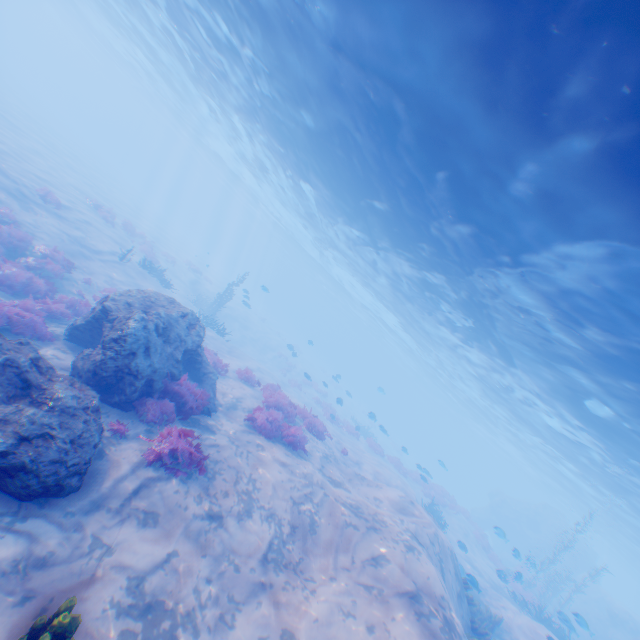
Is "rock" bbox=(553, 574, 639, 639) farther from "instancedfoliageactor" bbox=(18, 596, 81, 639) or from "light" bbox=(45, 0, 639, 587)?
"instancedfoliageactor" bbox=(18, 596, 81, 639)

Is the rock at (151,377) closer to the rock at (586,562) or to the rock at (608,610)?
the rock at (608,610)

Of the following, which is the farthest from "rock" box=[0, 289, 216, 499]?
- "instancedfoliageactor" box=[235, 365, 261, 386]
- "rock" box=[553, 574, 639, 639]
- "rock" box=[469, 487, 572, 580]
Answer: "rock" box=[469, 487, 572, 580]

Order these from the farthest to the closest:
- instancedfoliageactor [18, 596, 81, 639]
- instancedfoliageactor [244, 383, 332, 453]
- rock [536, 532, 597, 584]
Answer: rock [536, 532, 597, 584]
instancedfoliageactor [244, 383, 332, 453]
instancedfoliageactor [18, 596, 81, 639]

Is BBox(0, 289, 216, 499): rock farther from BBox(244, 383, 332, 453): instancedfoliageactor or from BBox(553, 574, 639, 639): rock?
BBox(553, 574, 639, 639): rock

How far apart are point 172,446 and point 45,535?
2.6m
